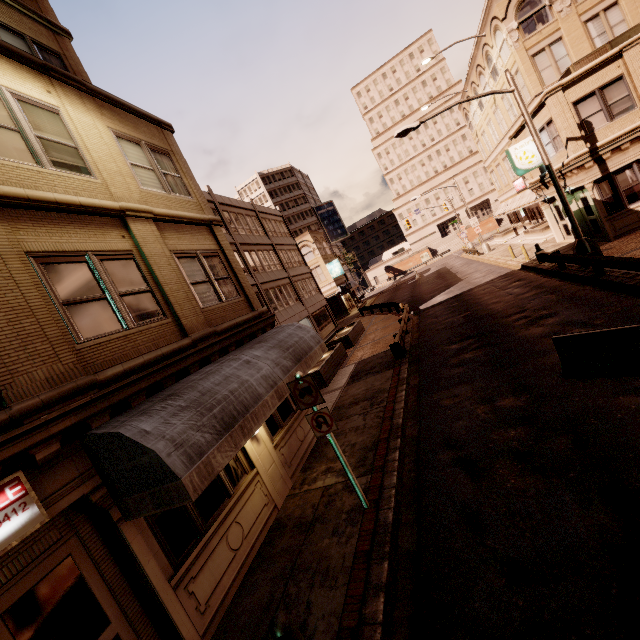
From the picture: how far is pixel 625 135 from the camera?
15.4 meters

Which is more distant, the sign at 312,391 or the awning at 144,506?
the sign at 312,391

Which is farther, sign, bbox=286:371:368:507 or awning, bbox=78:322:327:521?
sign, bbox=286:371:368:507

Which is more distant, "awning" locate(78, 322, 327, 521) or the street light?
the street light

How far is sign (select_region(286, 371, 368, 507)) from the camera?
6.3 meters

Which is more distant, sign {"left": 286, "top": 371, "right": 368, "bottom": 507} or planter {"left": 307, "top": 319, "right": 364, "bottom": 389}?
planter {"left": 307, "top": 319, "right": 364, "bottom": 389}

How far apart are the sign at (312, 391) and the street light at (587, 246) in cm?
1418

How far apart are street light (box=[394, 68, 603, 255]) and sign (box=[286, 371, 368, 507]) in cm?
1418
